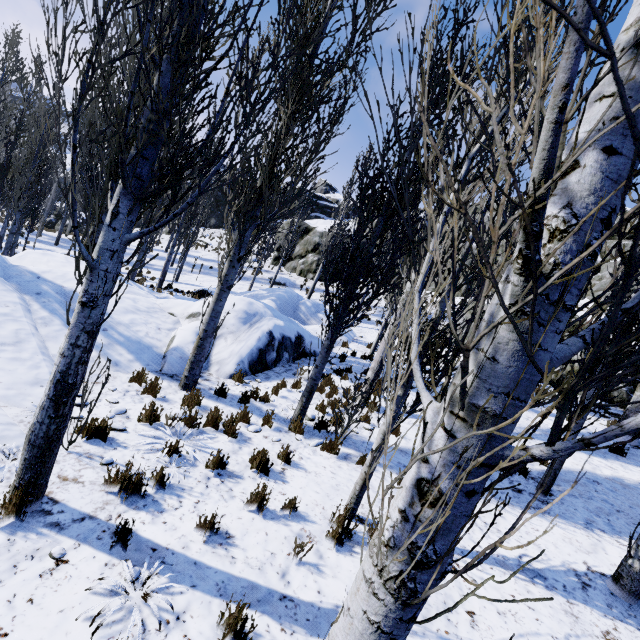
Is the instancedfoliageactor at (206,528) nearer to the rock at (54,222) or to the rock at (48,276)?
the rock at (48,276)

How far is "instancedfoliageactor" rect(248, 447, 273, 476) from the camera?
5.1 meters

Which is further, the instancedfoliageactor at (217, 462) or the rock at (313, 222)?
the rock at (313, 222)

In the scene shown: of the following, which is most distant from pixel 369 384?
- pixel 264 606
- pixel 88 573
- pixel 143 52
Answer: pixel 143 52

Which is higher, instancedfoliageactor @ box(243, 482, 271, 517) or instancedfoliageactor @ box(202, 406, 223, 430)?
instancedfoliageactor @ box(243, 482, 271, 517)

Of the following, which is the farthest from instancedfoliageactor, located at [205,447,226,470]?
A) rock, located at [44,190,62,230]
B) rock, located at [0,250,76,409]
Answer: rock, located at [44,190,62,230]
